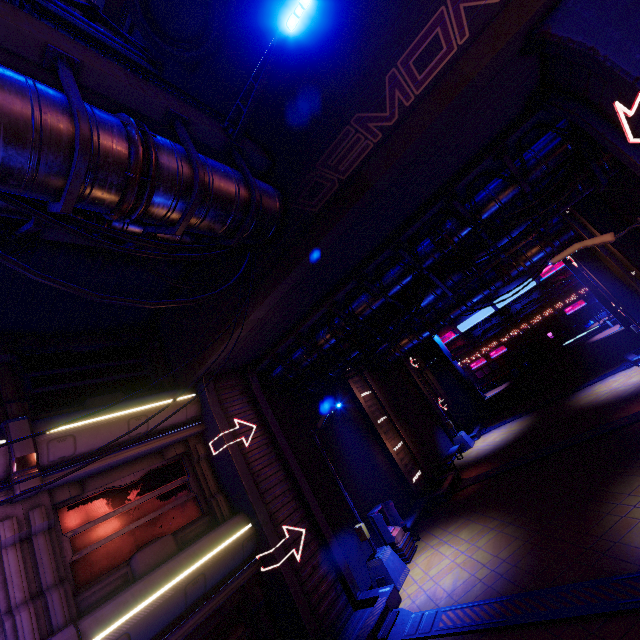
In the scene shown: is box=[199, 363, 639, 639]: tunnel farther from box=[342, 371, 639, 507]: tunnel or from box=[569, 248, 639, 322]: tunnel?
box=[569, 248, 639, 322]: tunnel

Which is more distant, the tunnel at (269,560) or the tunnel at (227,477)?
the tunnel at (269,560)

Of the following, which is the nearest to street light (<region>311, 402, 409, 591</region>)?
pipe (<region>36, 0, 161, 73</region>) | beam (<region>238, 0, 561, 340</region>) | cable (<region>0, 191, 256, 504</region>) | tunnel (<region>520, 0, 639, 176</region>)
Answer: tunnel (<region>520, 0, 639, 176</region>)

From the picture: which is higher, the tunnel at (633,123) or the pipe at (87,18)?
the pipe at (87,18)

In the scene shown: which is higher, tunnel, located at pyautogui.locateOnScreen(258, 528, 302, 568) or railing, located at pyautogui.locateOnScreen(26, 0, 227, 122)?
railing, located at pyautogui.locateOnScreen(26, 0, 227, 122)

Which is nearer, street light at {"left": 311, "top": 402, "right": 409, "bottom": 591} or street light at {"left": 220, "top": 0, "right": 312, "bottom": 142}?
street light at {"left": 220, "top": 0, "right": 312, "bottom": 142}

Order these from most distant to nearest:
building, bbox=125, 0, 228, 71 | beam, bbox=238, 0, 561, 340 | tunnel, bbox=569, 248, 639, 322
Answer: tunnel, bbox=569, 248, 639, 322, building, bbox=125, 0, 228, 71, beam, bbox=238, 0, 561, 340

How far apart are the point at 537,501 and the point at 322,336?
9.3m
